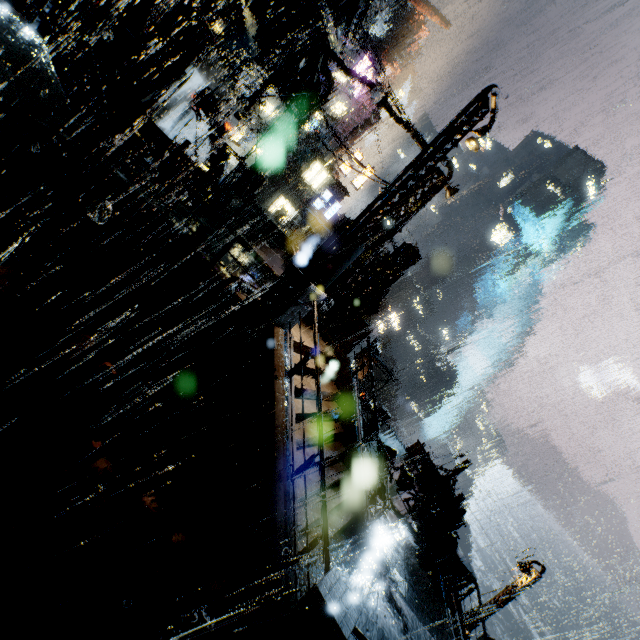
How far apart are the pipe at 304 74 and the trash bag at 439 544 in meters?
22.1 m

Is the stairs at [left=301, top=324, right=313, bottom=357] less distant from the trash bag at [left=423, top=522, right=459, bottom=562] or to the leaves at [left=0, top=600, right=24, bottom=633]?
the leaves at [left=0, top=600, right=24, bottom=633]

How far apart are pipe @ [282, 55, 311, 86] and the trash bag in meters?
22.1 m

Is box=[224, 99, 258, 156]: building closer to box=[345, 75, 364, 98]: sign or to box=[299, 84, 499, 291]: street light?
box=[345, 75, 364, 98]: sign

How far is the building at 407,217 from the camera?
10.6m

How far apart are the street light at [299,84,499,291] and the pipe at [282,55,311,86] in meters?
11.5

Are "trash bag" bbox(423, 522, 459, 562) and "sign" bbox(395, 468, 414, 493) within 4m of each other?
yes

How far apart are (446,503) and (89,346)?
19.26m
